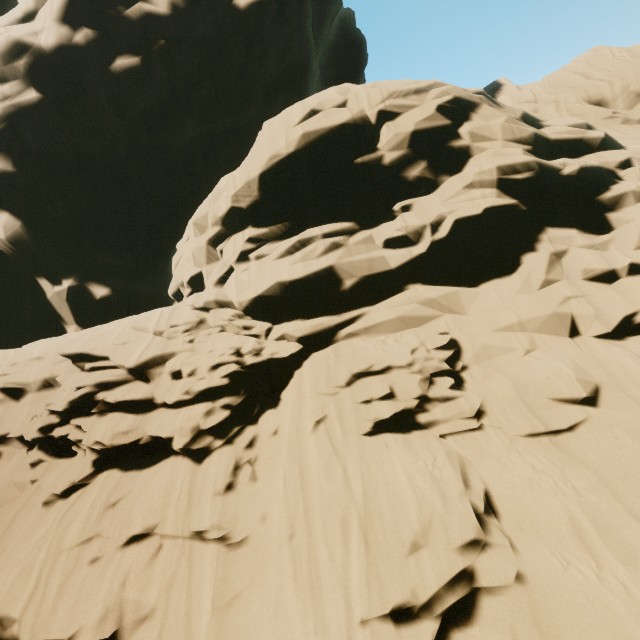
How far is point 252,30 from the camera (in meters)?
25.03
